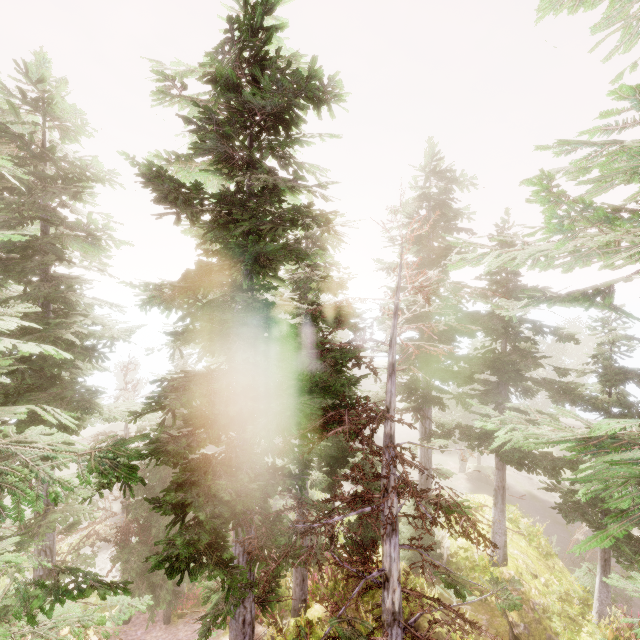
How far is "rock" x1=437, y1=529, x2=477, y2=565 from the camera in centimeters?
1574cm

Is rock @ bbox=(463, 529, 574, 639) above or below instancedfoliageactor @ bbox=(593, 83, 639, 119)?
below

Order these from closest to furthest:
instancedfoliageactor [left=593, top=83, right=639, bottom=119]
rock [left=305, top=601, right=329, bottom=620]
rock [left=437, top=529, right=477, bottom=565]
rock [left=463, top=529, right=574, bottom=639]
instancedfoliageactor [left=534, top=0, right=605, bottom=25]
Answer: instancedfoliageactor [left=593, top=83, right=639, bottom=119]
instancedfoliageactor [left=534, top=0, right=605, bottom=25]
rock [left=463, top=529, right=574, bottom=639]
rock [left=305, top=601, right=329, bottom=620]
rock [left=437, top=529, right=477, bottom=565]

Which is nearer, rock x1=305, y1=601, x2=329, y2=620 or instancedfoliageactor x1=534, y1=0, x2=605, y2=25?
instancedfoliageactor x1=534, y1=0, x2=605, y2=25

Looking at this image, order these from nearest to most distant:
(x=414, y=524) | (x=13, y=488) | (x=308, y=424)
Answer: (x=13, y=488)
(x=308, y=424)
(x=414, y=524)

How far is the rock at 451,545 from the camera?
15.74m
